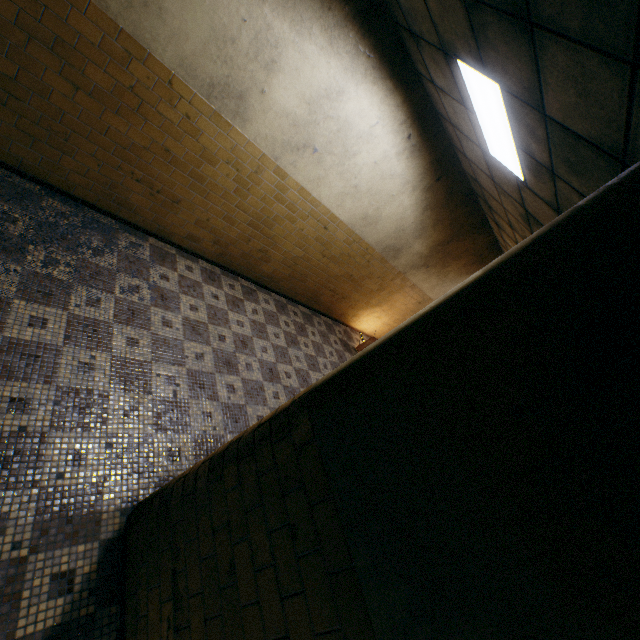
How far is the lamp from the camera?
2.63m

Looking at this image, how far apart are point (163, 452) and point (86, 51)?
3.8m

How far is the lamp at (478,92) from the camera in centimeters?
263cm
